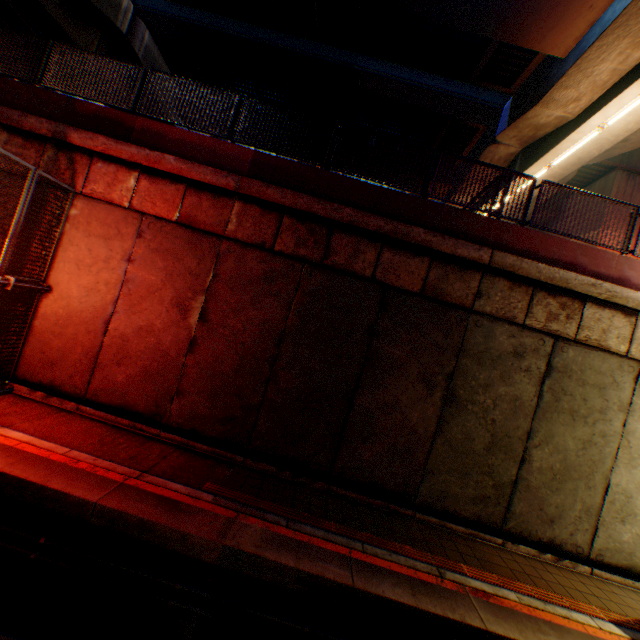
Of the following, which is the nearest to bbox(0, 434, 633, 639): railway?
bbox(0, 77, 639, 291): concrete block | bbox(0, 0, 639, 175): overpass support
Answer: bbox(0, 0, 639, 175): overpass support

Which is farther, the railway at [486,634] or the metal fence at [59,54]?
the metal fence at [59,54]

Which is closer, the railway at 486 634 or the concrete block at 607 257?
the railway at 486 634

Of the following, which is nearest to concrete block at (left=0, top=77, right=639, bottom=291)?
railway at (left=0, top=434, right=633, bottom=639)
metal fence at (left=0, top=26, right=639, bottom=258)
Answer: metal fence at (left=0, top=26, right=639, bottom=258)

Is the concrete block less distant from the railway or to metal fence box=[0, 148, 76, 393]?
metal fence box=[0, 148, 76, 393]

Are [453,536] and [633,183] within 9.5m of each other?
no

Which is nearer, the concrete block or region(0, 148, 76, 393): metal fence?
region(0, 148, 76, 393): metal fence
